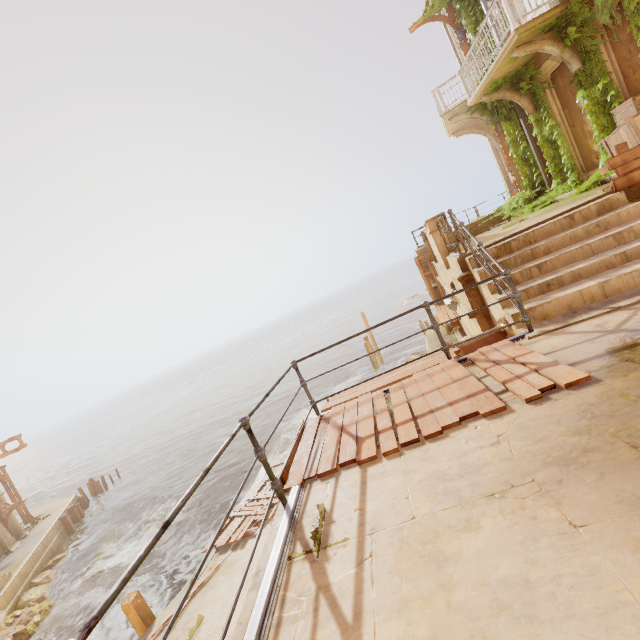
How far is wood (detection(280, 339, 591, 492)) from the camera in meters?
3.2 m

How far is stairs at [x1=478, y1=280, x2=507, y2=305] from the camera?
5.3 meters

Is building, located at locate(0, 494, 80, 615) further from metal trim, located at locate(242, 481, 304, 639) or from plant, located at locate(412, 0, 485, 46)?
metal trim, located at locate(242, 481, 304, 639)

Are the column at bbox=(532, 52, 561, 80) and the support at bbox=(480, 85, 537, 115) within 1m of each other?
yes

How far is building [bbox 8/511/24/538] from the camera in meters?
22.1

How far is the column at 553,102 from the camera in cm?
1036

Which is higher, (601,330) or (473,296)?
(473,296)

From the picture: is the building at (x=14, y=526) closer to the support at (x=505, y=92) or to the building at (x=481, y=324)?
the building at (x=481, y=324)
